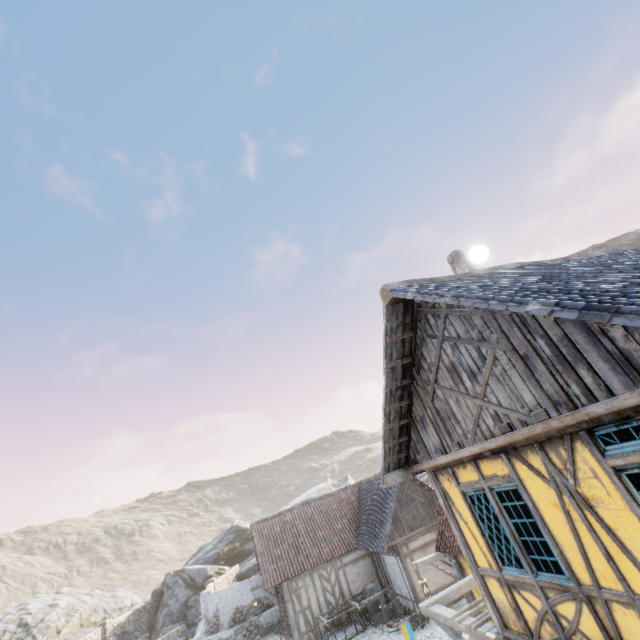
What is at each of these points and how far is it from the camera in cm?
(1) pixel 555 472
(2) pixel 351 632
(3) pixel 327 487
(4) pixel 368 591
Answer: (1) building, 432
(2) wagon, 1538
(3) rock, 3916
(4) barrel, 1691

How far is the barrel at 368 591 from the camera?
16.8m

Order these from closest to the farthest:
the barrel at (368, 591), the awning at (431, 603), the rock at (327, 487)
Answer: the awning at (431, 603), the barrel at (368, 591), the rock at (327, 487)

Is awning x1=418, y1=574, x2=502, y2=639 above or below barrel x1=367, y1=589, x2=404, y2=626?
above

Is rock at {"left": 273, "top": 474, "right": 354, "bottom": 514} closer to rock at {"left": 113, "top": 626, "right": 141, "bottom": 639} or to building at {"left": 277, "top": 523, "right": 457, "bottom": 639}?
rock at {"left": 113, "top": 626, "right": 141, "bottom": 639}

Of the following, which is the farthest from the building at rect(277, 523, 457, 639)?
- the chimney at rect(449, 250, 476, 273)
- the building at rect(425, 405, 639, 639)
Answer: the chimney at rect(449, 250, 476, 273)

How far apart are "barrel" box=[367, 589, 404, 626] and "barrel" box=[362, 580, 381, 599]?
1.0 meters

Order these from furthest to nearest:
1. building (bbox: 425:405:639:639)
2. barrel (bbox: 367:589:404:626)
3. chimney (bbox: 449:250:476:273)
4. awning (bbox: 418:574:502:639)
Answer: barrel (bbox: 367:589:404:626) → chimney (bbox: 449:250:476:273) → awning (bbox: 418:574:502:639) → building (bbox: 425:405:639:639)
